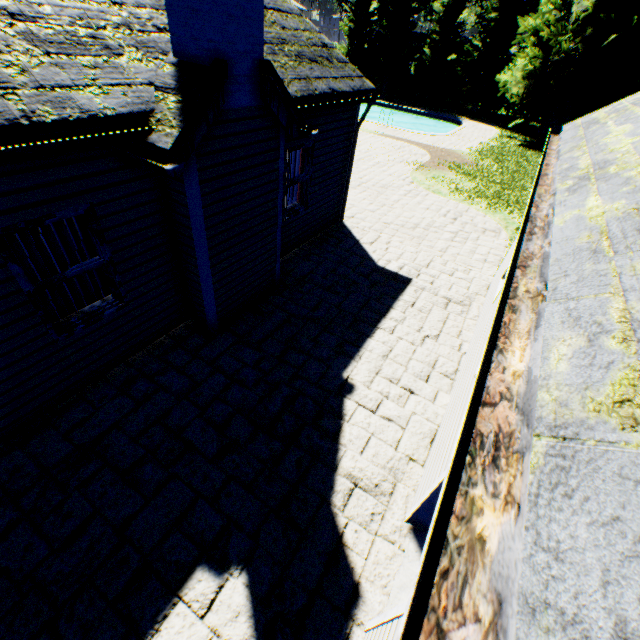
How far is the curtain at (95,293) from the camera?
4.3m

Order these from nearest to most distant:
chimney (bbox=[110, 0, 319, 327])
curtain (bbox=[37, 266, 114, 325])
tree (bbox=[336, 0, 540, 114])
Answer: chimney (bbox=[110, 0, 319, 327]), curtain (bbox=[37, 266, 114, 325]), tree (bbox=[336, 0, 540, 114])

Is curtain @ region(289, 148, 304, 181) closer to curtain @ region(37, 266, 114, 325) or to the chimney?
the chimney

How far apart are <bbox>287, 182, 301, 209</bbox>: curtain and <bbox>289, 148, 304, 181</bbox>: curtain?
0.1m

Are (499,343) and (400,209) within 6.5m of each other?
no

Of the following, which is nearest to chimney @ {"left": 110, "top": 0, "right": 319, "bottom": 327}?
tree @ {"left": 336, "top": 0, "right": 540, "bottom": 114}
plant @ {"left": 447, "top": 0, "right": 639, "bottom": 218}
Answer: tree @ {"left": 336, "top": 0, "right": 540, "bottom": 114}

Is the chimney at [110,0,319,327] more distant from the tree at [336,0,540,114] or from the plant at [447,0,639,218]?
the plant at [447,0,639,218]

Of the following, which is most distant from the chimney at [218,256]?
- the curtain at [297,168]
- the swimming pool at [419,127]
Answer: the swimming pool at [419,127]
